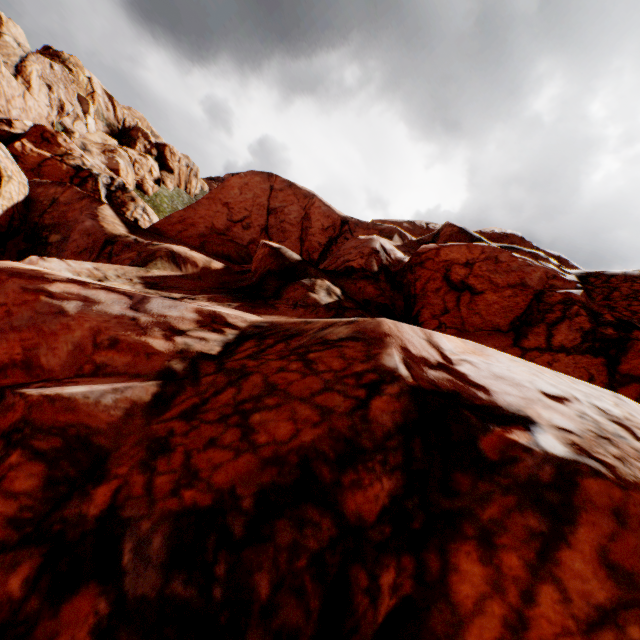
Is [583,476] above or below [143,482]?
above
